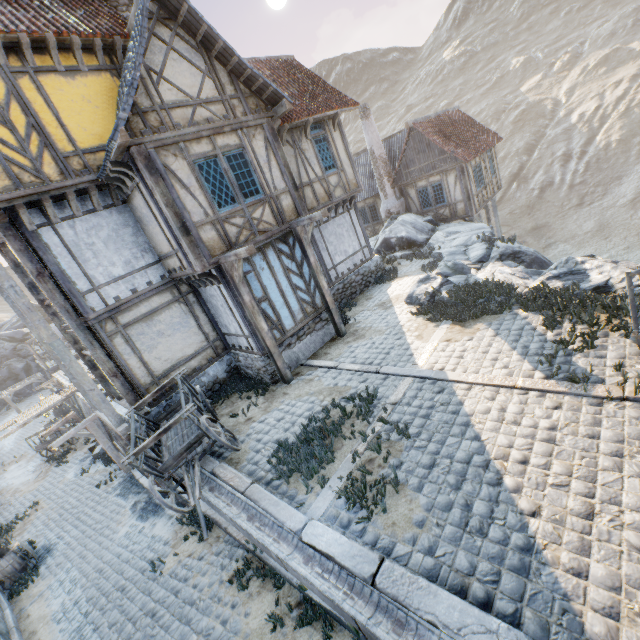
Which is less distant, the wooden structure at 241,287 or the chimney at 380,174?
the wooden structure at 241,287

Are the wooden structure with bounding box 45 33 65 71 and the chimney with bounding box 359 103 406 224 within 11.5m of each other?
no

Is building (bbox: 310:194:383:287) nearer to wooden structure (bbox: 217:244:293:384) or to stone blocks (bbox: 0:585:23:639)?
wooden structure (bbox: 217:244:293:384)

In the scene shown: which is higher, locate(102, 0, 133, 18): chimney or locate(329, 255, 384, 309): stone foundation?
locate(102, 0, 133, 18): chimney

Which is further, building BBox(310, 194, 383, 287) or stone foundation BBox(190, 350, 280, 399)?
building BBox(310, 194, 383, 287)

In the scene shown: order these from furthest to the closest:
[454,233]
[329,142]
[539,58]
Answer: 1. [539,58]
2. [454,233]
3. [329,142]

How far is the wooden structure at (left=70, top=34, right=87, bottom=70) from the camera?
7.49m

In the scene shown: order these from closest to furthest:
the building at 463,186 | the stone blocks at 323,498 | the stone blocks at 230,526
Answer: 1. the stone blocks at 323,498
2. the stone blocks at 230,526
3. the building at 463,186
